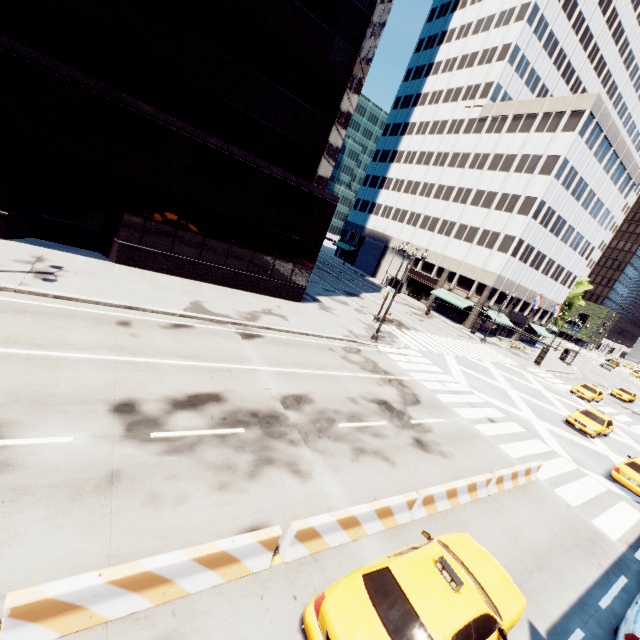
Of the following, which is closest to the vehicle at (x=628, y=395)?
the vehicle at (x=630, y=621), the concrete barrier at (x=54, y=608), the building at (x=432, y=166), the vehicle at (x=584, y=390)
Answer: the vehicle at (x=584, y=390)

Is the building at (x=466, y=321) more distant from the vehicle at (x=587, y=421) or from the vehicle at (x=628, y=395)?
the vehicle at (x=587, y=421)

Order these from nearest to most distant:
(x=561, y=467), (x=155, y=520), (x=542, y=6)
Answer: (x=155, y=520) → (x=561, y=467) → (x=542, y=6)

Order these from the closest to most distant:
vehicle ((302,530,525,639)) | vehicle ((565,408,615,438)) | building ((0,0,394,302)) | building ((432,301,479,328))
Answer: vehicle ((302,530,525,639)), building ((0,0,394,302)), vehicle ((565,408,615,438)), building ((432,301,479,328))

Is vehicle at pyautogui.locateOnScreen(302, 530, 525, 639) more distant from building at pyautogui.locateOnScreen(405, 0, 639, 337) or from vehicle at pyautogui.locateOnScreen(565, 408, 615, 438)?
building at pyautogui.locateOnScreen(405, 0, 639, 337)

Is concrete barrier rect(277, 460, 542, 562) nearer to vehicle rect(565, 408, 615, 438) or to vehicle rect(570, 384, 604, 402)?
vehicle rect(565, 408, 615, 438)

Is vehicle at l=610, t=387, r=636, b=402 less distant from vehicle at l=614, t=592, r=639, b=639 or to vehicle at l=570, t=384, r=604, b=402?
vehicle at l=570, t=384, r=604, b=402

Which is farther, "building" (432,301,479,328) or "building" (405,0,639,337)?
Result: "building" (432,301,479,328)
